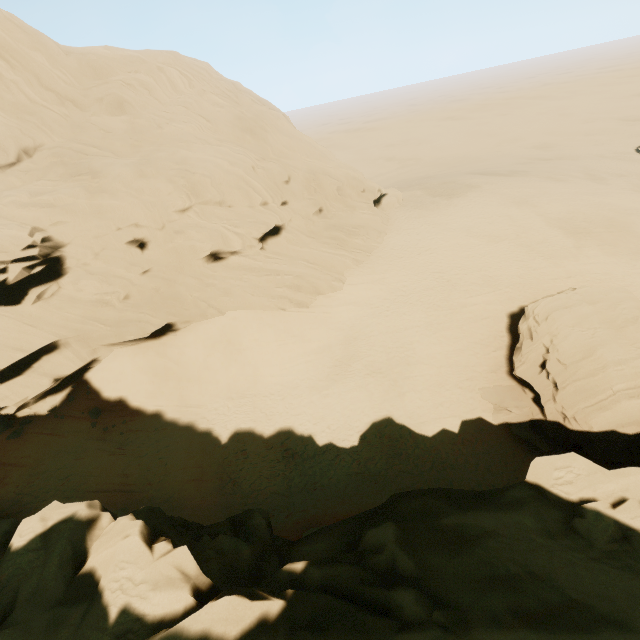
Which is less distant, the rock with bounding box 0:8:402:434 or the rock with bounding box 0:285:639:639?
the rock with bounding box 0:285:639:639

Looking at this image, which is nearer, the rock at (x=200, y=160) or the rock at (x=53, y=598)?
the rock at (x=53, y=598)

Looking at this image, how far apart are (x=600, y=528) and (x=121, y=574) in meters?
12.2 m
